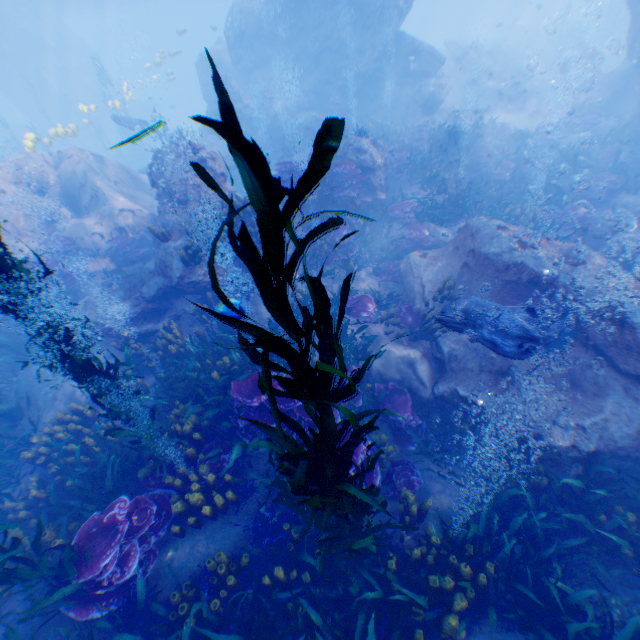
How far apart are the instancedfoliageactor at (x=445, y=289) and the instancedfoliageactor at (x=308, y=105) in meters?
17.3 m

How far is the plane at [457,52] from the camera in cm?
2634

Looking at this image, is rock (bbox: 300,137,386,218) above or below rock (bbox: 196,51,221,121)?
below

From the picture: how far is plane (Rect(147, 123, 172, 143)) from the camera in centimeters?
1905cm

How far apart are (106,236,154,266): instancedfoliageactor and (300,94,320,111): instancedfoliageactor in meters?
14.0 m

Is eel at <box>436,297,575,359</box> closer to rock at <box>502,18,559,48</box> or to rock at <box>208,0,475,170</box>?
rock at <box>208,0,475,170</box>

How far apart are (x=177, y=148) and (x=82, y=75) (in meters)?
45.86

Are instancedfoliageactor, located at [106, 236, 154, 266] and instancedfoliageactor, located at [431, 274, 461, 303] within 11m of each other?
yes
